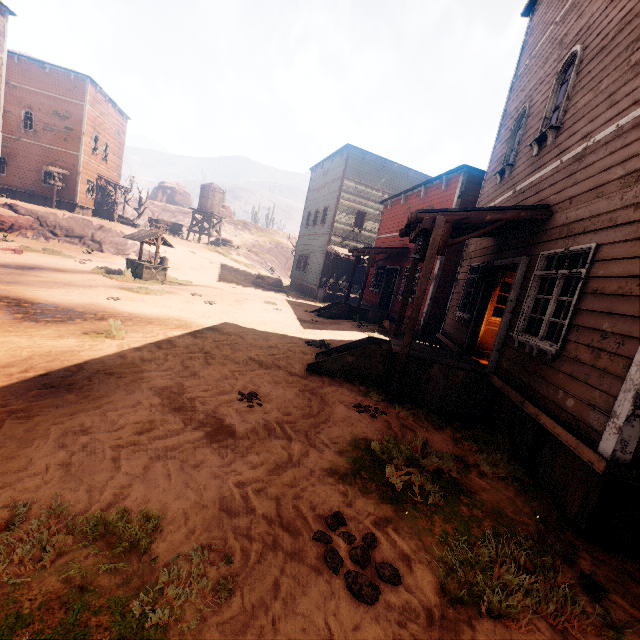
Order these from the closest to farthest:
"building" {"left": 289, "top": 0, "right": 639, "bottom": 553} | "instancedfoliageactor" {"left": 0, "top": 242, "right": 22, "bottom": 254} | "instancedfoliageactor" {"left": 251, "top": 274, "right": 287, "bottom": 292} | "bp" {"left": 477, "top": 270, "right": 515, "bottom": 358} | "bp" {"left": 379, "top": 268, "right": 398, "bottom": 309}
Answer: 1. "building" {"left": 289, "top": 0, "right": 639, "bottom": 553}
2. "bp" {"left": 477, "top": 270, "right": 515, "bottom": 358}
3. "instancedfoliageactor" {"left": 0, "top": 242, "right": 22, "bottom": 254}
4. "bp" {"left": 379, "top": 268, "right": 398, "bottom": 309}
5. "instancedfoliageactor" {"left": 251, "top": 274, "right": 287, "bottom": 292}

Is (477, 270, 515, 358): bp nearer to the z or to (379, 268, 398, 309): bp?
the z

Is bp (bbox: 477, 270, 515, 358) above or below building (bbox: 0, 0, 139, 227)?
below

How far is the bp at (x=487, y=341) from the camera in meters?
7.7 m

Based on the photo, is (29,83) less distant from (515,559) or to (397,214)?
(397,214)

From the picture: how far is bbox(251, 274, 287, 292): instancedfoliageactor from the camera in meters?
24.9

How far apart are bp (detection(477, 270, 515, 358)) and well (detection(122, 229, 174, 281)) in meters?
14.1 m

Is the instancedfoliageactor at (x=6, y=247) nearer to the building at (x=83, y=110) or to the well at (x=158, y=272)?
the building at (x=83, y=110)
